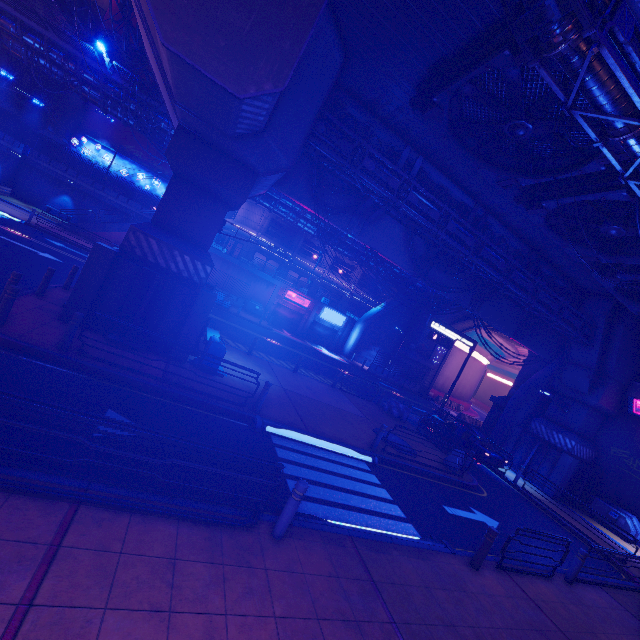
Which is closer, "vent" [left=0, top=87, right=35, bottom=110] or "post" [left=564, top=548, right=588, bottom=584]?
"post" [left=564, top=548, right=588, bottom=584]

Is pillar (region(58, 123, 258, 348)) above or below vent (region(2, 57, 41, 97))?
below

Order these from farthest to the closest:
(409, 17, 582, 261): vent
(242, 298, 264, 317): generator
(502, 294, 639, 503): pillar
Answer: (242, 298, 264, 317): generator → (502, 294, 639, 503): pillar → (409, 17, 582, 261): vent

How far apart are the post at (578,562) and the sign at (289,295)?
31.2m

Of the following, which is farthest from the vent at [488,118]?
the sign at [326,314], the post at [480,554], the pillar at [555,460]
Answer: the sign at [326,314]

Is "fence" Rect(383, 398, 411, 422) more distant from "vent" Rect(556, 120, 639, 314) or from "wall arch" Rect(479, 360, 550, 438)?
"vent" Rect(556, 120, 639, 314)

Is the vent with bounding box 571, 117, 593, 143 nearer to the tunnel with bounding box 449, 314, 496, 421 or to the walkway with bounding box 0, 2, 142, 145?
the walkway with bounding box 0, 2, 142, 145

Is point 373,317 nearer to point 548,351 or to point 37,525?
point 548,351
